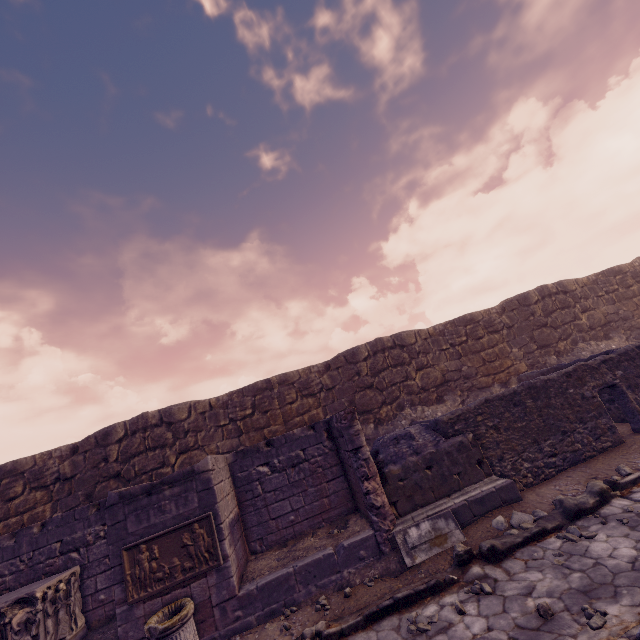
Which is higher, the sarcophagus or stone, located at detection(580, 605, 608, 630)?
the sarcophagus

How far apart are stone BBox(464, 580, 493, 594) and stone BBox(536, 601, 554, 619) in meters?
0.8

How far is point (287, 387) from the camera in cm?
1155

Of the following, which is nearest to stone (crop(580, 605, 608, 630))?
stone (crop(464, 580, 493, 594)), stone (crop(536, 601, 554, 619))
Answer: stone (crop(536, 601, 554, 619))

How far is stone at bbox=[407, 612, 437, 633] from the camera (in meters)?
4.04

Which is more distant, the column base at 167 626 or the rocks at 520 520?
the rocks at 520 520

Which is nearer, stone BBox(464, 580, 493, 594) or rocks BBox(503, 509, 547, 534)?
stone BBox(464, 580, 493, 594)

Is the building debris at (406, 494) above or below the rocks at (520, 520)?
above
